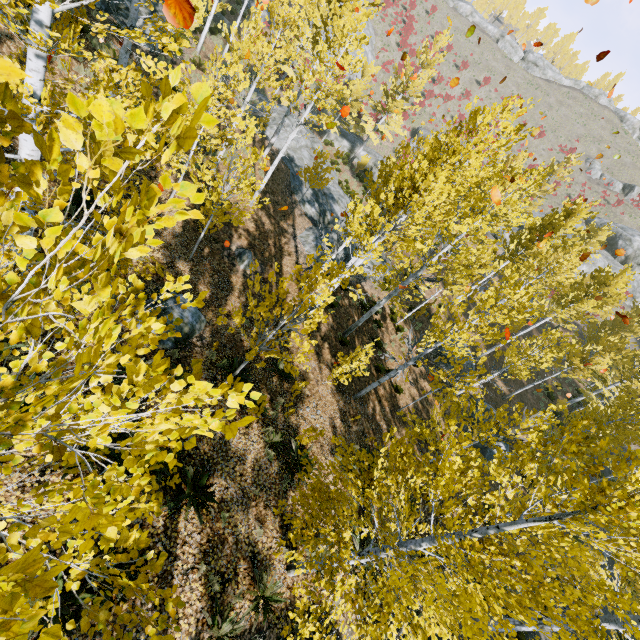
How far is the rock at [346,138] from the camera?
32.2 meters

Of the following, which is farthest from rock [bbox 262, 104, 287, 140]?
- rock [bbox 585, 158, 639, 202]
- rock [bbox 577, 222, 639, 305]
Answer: rock [bbox 585, 158, 639, 202]

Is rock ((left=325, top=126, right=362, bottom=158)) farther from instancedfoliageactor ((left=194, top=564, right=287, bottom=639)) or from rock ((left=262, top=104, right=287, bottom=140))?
rock ((left=262, top=104, right=287, bottom=140))

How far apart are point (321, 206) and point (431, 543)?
18.8 meters

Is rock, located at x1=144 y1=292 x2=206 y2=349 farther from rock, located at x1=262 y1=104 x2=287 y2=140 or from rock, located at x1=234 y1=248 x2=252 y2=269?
rock, located at x1=262 y1=104 x2=287 y2=140

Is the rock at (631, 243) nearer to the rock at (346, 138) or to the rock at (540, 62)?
the rock at (346, 138)

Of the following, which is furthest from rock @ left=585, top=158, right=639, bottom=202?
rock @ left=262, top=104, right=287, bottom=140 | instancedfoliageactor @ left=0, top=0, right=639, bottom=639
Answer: rock @ left=262, top=104, right=287, bottom=140

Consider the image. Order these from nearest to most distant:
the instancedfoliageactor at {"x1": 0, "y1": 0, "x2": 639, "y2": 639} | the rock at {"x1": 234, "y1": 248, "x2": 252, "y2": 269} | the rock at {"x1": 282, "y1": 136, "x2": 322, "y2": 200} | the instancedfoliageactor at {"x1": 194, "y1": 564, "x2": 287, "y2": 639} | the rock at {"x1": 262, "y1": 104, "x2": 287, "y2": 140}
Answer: the instancedfoliageactor at {"x1": 0, "y1": 0, "x2": 639, "y2": 639}, the instancedfoliageactor at {"x1": 194, "y1": 564, "x2": 287, "y2": 639}, the rock at {"x1": 234, "y1": 248, "x2": 252, "y2": 269}, the rock at {"x1": 282, "y1": 136, "x2": 322, "y2": 200}, the rock at {"x1": 262, "y1": 104, "x2": 287, "y2": 140}
